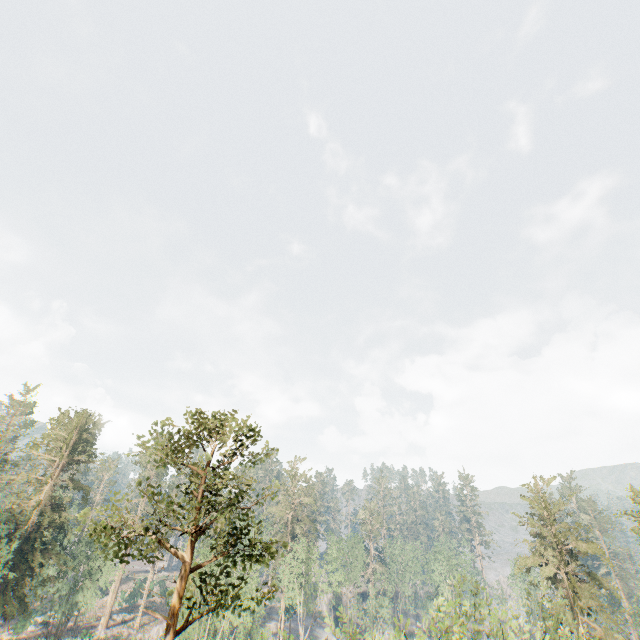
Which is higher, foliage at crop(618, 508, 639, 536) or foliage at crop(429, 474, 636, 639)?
foliage at crop(618, 508, 639, 536)

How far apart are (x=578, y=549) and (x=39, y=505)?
64.5 meters

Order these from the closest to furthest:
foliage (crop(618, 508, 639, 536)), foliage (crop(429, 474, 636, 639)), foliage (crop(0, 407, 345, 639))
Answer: foliage (crop(0, 407, 345, 639))
foliage (crop(429, 474, 636, 639))
foliage (crop(618, 508, 639, 536))

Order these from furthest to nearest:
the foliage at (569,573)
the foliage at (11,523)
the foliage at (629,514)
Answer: the foliage at (629,514)
the foliage at (569,573)
the foliage at (11,523)

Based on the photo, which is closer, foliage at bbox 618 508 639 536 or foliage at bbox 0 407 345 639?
foliage at bbox 0 407 345 639

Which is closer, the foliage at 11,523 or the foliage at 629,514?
the foliage at 11,523
